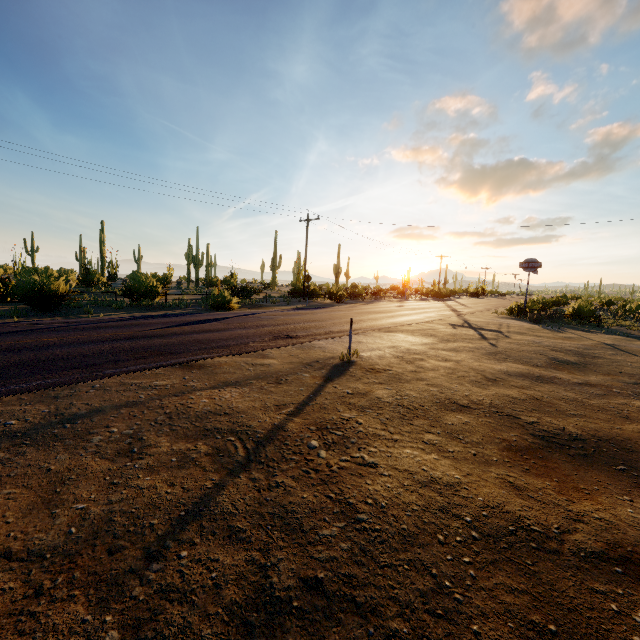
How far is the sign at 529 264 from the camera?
25.4 meters

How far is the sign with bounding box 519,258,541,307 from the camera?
25.4 meters

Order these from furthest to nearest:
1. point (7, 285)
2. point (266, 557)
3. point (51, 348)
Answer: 1. point (7, 285)
2. point (51, 348)
3. point (266, 557)
